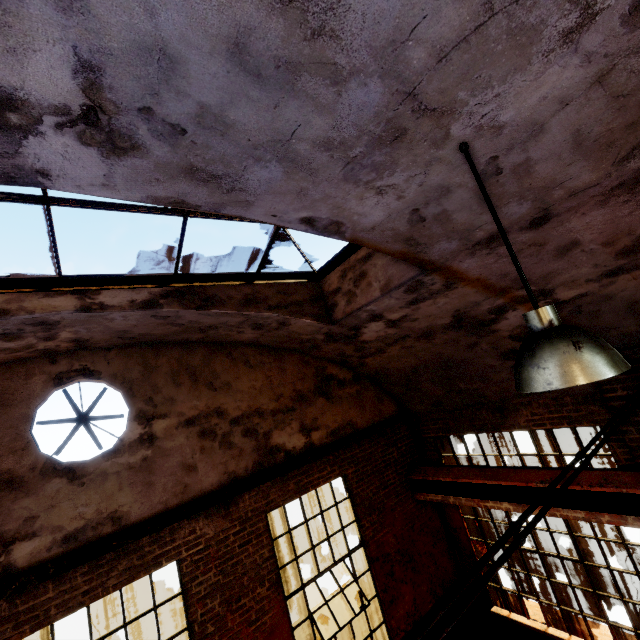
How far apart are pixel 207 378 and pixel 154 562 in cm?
263

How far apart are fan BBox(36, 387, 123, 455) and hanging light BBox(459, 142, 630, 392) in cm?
521

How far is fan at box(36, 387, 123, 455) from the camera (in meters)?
4.40

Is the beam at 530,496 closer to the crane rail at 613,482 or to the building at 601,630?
the crane rail at 613,482

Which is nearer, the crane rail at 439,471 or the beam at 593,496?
the beam at 593,496

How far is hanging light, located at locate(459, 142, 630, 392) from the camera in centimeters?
164cm

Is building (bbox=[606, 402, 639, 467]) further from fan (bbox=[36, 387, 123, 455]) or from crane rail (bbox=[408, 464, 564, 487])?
fan (bbox=[36, 387, 123, 455])

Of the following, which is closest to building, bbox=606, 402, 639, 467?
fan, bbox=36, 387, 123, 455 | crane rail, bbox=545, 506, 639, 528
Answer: crane rail, bbox=545, 506, 639, 528
